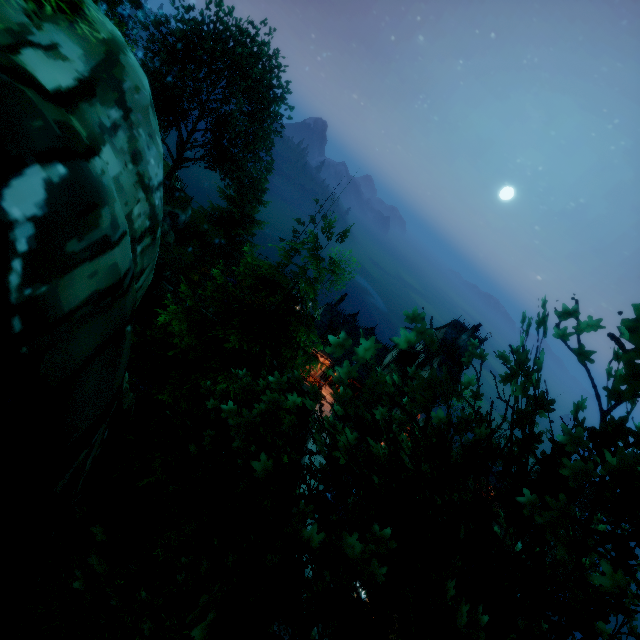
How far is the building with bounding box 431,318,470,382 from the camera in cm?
3112

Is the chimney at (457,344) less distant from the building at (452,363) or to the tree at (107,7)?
the building at (452,363)

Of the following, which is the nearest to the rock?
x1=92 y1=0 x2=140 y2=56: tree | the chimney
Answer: x1=92 y1=0 x2=140 y2=56: tree

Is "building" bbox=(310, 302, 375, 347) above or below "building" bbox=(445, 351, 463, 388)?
below

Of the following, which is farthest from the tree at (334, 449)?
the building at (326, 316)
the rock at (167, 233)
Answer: the rock at (167, 233)

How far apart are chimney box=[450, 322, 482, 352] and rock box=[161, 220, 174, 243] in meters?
30.8 m

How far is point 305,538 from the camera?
3.3 meters

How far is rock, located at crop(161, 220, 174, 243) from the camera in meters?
33.7
